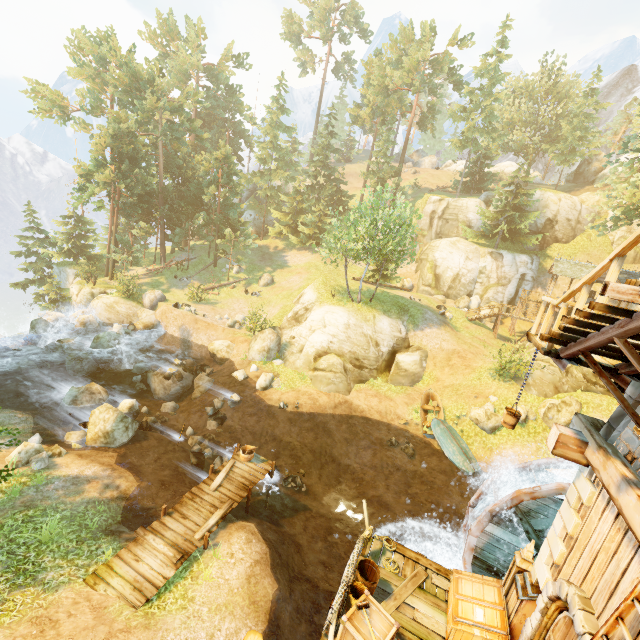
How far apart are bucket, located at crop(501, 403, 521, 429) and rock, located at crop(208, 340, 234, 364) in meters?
21.1 m

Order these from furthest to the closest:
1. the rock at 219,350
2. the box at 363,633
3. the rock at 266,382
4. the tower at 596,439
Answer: the rock at 219,350 < the rock at 266,382 < the box at 363,633 < the tower at 596,439

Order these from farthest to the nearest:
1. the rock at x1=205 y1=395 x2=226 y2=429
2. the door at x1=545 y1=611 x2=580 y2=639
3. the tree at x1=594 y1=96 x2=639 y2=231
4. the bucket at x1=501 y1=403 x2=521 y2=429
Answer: the tree at x1=594 y1=96 x2=639 y2=231
the rock at x1=205 y1=395 x2=226 y2=429
the bucket at x1=501 y1=403 x2=521 y2=429
the door at x1=545 y1=611 x2=580 y2=639

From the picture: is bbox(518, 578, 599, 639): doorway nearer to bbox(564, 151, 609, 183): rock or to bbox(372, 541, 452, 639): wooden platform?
bbox(372, 541, 452, 639): wooden platform

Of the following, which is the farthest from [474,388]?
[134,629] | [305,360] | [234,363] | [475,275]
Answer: [134,629]

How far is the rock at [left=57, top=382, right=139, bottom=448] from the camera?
14.34m

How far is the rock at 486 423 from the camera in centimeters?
1953cm

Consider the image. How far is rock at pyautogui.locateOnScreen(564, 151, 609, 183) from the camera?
51.2 meters
